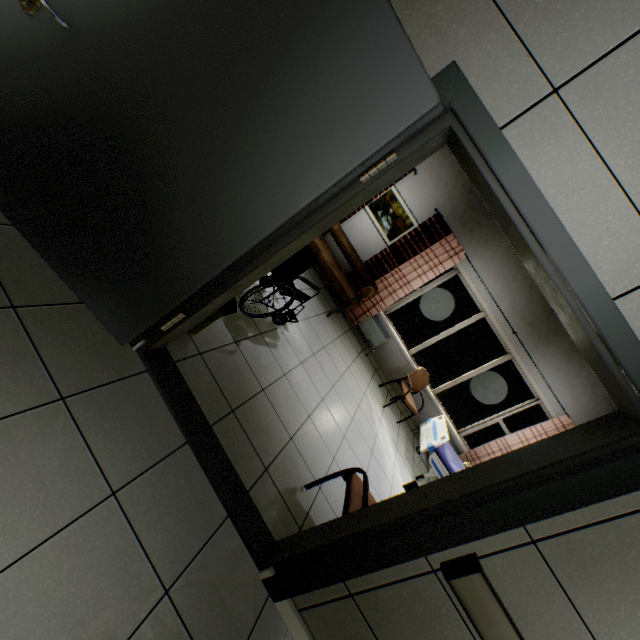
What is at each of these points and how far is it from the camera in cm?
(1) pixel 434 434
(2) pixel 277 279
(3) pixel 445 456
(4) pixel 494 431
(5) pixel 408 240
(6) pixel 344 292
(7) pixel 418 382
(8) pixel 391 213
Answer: (1) bed, 529
(2) wheelchair, 327
(3) blanket, 498
(4) window, 623
(5) curtain, 605
(6) sofa, 548
(7) chair, 605
(8) picture, 620

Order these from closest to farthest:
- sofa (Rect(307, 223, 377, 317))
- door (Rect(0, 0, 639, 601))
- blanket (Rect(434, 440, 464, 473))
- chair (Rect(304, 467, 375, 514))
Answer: door (Rect(0, 0, 639, 601)) < chair (Rect(304, 467, 375, 514)) < blanket (Rect(434, 440, 464, 473)) < sofa (Rect(307, 223, 377, 317))

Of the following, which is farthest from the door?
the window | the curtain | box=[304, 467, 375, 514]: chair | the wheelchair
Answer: the window

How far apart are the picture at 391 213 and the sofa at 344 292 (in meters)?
0.60

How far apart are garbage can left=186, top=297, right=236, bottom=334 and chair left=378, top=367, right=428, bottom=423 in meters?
4.1 m

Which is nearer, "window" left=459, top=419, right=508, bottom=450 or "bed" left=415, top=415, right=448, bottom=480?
"bed" left=415, top=415, right=448, bottom=480

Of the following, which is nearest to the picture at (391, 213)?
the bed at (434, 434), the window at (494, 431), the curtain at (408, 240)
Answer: the curtain at (408, 240)

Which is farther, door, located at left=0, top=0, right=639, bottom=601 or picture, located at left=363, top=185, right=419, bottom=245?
picture, located at left=363, top=185, right=419, bottom=245
